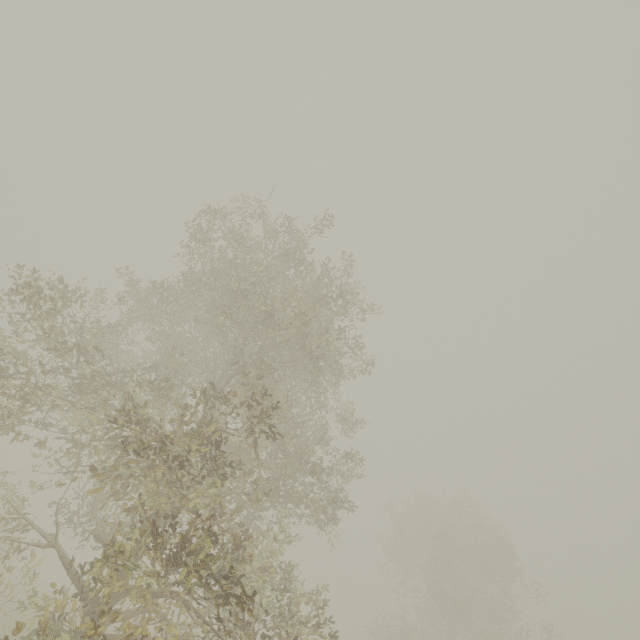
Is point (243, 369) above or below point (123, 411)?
above
